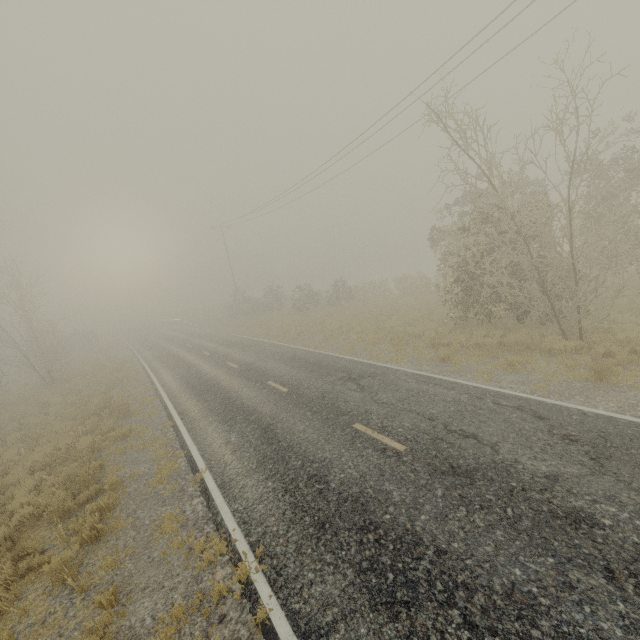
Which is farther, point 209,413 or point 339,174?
point 339,174
